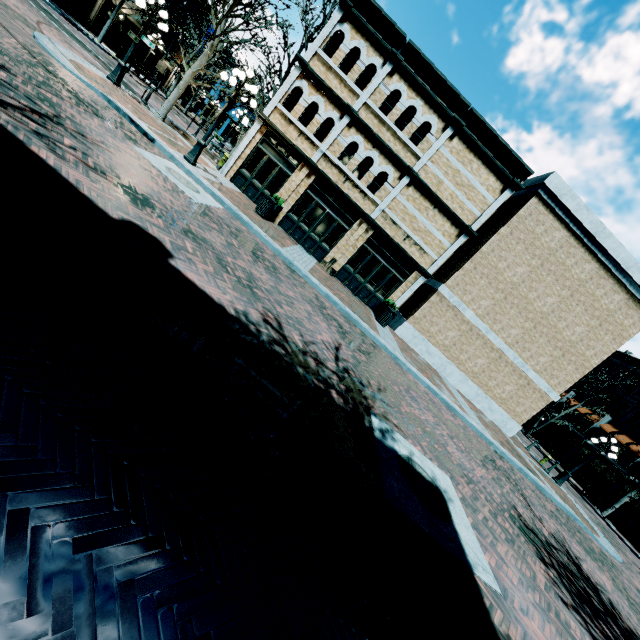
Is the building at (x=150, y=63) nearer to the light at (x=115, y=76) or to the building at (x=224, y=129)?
the light at (x=115, y=76)

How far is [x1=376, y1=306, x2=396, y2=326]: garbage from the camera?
14.8m

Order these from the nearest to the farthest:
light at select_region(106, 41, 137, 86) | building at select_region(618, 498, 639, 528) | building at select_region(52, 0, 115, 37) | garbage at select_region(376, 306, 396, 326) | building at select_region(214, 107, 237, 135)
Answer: light at select_region(106, 41, 137, 86) → garbage at select_region(376, 306, 396, 326) → building at select_region(52, 0, 115, 37) → building at select_region(618, 498, 639, 528) → building at select_region(214, 107, 237, 135)

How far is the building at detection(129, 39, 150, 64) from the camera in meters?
31.0

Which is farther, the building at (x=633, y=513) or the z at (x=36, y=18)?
the building at (x=633, y=513)

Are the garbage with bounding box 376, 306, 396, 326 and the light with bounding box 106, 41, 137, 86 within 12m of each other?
no

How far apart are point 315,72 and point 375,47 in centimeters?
283cm

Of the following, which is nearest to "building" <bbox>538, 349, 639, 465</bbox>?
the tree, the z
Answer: the z
